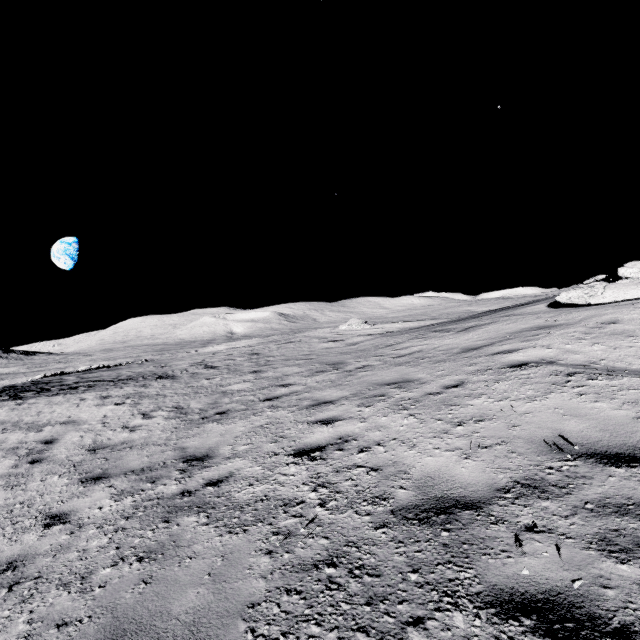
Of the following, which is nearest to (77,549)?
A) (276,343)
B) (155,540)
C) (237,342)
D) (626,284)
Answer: (155,540)
